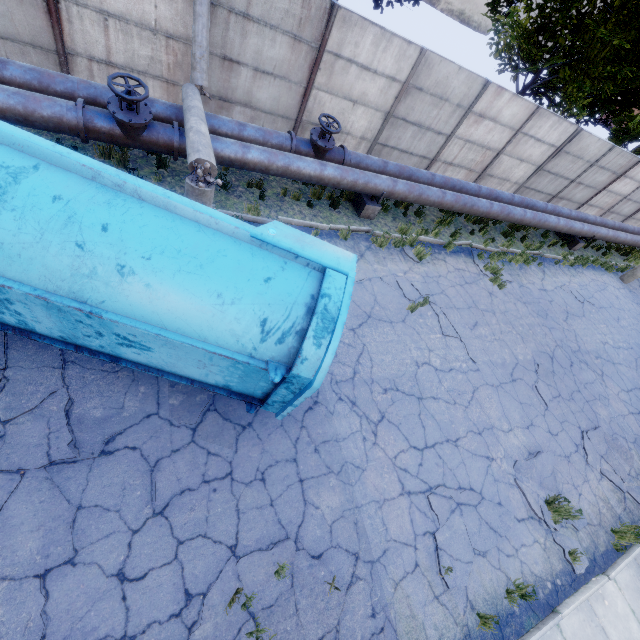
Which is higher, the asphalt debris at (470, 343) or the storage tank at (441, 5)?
the storage tank at (441, 5)

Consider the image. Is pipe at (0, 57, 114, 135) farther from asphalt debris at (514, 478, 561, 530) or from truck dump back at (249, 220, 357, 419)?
asphalt debris at (514, 478, 561, 530)

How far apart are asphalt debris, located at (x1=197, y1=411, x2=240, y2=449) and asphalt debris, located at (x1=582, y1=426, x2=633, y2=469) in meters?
8.4 m

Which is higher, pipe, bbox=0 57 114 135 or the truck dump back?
the truck dump back

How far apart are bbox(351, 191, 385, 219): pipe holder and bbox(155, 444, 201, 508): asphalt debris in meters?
6.6

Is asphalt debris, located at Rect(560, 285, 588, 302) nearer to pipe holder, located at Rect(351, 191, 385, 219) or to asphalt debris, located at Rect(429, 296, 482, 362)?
asphalt debris, located at Rect(429, 296, 482, 362)

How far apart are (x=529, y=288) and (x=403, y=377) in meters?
7.9 m

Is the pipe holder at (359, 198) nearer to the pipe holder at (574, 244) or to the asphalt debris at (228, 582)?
the asphalt debris at (228, 582)
